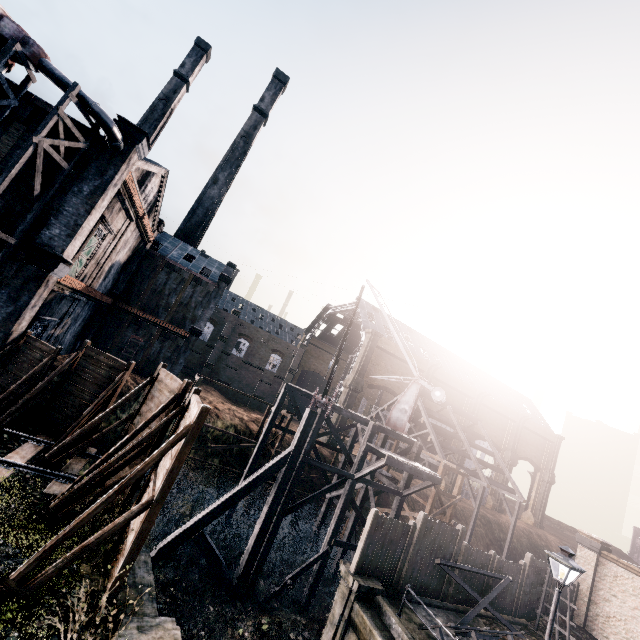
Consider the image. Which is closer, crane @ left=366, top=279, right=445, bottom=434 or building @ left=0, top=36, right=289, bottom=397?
building @ left=0, top=36, right=289, bottom=397

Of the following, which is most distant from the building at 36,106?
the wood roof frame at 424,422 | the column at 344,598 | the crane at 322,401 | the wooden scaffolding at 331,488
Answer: the wood roof frame at 424,422

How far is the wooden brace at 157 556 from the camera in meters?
17.5 m

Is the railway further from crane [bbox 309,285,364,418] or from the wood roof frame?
the wood roof frame

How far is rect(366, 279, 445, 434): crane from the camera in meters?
24.3 m

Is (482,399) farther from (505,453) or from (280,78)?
(280,78)

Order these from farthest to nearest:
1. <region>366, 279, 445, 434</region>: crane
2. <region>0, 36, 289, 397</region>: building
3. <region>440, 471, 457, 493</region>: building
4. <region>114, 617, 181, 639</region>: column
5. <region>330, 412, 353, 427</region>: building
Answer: <region>440, 471, 457, 493</region>: building
<region>330, 412, 353, 427</region>: building
<region>366, 279, 445, 434</region>: crane
<region>0, 36, 289, 397</region>: building
<region>114, 617, 181, 639</region>: column

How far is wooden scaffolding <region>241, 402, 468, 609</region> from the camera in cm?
1973
